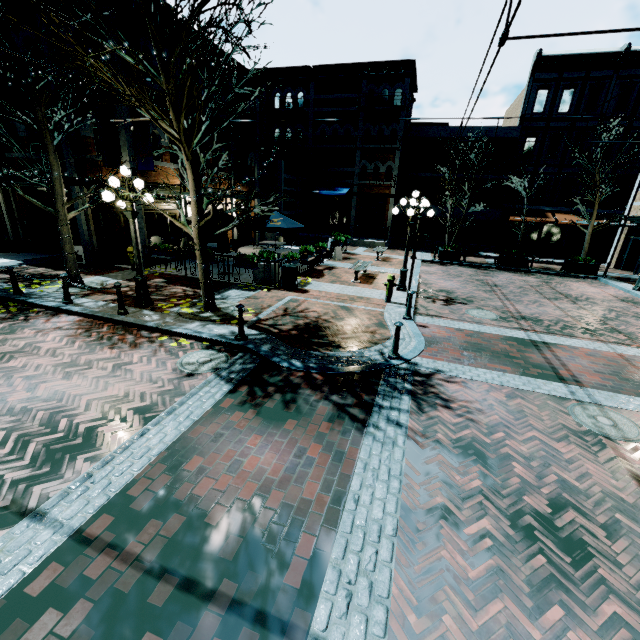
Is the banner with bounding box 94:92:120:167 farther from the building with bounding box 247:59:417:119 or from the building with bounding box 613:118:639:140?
the building with bounding box 613:118:639:140

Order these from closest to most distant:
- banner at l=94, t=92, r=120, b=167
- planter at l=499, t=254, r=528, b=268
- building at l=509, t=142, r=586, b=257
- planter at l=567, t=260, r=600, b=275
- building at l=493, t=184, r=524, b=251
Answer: banner at l=94, t=92, r=120, b=167, planter at l=567, t=260, r=600, b=275, planter at l=499, t=254, r=528, b=268, building at l=509, t=142, r=586, b=257, building at l=493, t=184, r=524, b=251

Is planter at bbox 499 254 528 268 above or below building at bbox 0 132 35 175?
below

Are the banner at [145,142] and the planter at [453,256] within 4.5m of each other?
no

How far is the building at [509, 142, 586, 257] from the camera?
23.92m

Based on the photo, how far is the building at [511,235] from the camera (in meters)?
25.53

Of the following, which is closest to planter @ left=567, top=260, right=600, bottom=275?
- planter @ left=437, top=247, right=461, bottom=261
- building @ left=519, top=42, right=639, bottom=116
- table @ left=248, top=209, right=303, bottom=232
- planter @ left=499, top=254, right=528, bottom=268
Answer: planter @ left=499, top=254, right=528, bottom=268

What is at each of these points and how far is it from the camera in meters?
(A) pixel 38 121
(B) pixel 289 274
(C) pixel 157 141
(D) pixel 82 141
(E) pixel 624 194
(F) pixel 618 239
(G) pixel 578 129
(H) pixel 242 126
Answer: (A) tree, 9.2
(B) garbage, 11.6
(C) building, 13.6
(D) building, 12.9
(E) building, 23.5
(F) building, 21.6
(G) building, 23.0
(H) banner, 17.5
